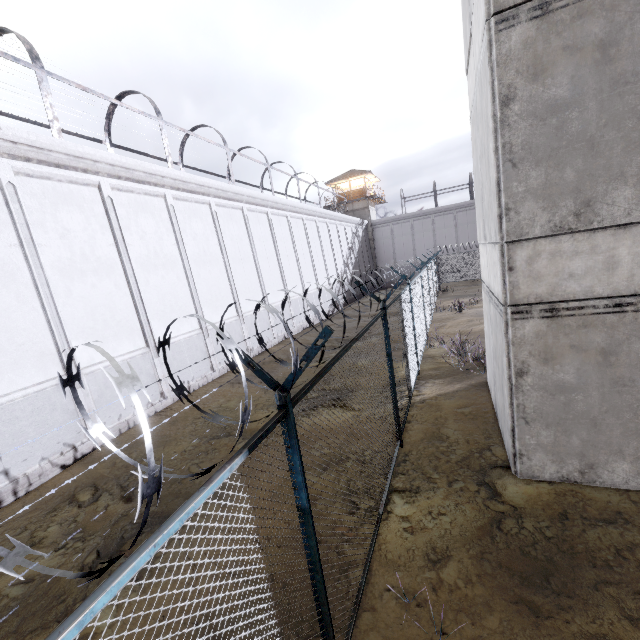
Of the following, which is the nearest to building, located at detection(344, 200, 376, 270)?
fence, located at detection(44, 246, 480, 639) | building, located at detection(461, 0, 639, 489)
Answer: fence, located at detection(44, 246, 480, 639)

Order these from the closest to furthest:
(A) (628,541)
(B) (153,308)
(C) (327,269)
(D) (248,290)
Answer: (A) (628,541)
(B) (153,308)
(D) (248,290)
(C) (327,269)

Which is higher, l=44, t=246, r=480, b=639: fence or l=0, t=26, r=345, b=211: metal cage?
l=0, t=26, r=345, b=211: metal cage

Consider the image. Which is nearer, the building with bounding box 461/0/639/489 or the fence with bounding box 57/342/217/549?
the fence with bounding box 57/342/217/549

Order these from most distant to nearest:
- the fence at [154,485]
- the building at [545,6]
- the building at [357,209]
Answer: the building at [357,209] < the building at [545,6] < the fence at [154,485]

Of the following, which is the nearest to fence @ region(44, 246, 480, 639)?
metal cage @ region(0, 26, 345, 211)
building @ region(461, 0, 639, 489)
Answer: building @ region(461, 0, 639, 489)

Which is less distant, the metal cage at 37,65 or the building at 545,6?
the building at 545,6

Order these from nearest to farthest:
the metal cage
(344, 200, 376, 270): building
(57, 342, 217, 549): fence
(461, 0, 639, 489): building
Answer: (57, 342, 217, 549): fence, (461, 0, 639, 489): building, the metal cage, (344, 200, 376, 270): building
